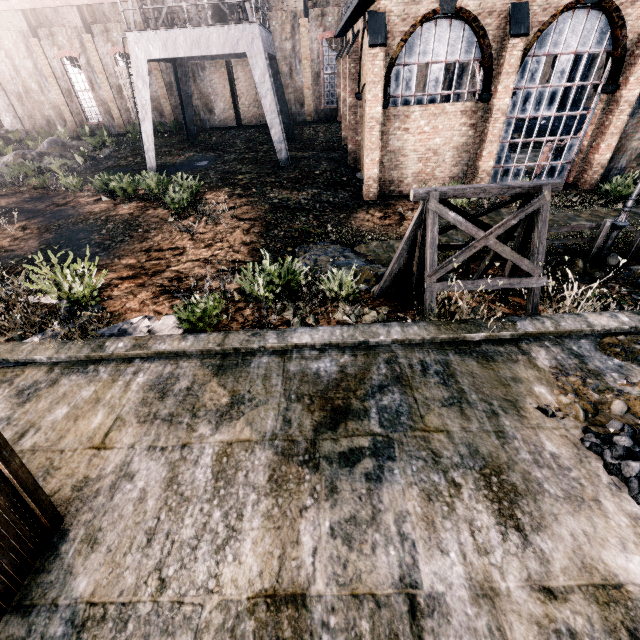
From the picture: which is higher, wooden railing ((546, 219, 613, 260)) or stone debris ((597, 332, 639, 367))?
stone debris ((597, 332, 639, 367))

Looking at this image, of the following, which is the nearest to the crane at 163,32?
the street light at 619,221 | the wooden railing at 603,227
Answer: the wooden railing at 603,227

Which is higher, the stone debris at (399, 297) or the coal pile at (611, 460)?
the coal pile at (611, 460)

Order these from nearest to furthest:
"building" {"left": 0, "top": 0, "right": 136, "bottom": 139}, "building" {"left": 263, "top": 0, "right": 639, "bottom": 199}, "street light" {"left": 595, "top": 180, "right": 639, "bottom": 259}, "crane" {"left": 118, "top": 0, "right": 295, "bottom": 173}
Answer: "street light" {"left": 595, "top": 180, "right": 639, "bottom": 259} < "building" {"left": 263, "top": 0, "right": 639, "bottom": 199} < "crane" {"left": 118, "top": 0, "right": 295, "bottom": 173} < "building" {"left": 0, "top": 0, "right": 136, "bottom": 139}

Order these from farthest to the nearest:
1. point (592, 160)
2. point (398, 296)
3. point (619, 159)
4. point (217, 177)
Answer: point (217, 177), point (619, 159), point (592, 160), point (398, 296)

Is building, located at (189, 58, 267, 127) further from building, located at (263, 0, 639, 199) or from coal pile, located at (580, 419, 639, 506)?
coal pile, located at (580, 419, 639, 506)

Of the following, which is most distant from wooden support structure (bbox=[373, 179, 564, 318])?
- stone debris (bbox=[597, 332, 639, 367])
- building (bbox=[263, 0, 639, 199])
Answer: building (bbox=[263, 0, 639, 199])

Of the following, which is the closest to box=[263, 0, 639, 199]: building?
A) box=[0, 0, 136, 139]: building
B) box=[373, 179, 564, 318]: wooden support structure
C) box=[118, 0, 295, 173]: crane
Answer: box=[0, 0, 136, 139]: building
